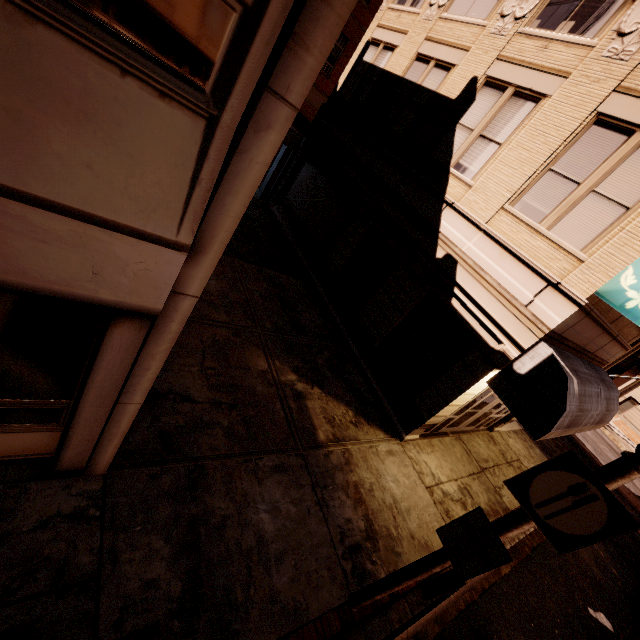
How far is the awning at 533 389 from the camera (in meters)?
6.52

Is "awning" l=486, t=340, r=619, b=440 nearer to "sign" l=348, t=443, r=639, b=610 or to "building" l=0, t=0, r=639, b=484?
"building" l=0, t=0, r=639, b=484

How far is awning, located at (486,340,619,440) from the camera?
6.52m

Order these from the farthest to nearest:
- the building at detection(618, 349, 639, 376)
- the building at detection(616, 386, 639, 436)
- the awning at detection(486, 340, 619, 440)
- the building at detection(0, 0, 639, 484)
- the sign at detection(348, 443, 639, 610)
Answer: the building at detection(618, 349, 639, 376) < the building at detection(616, 386, 639, 436) < the awning at detection(486, 340, 619, 440) < the sign at detection(348, 443, 639, 610) < the building at detection(0, 0, 639, 484)

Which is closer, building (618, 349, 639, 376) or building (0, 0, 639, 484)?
building (0, 0, 639, 484)

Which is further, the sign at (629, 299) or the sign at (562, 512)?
the sign at (629, 299)

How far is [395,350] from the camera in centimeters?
973cm

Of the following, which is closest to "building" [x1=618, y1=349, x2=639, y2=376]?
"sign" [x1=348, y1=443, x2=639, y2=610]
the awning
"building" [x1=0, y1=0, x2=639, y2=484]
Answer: the awning
